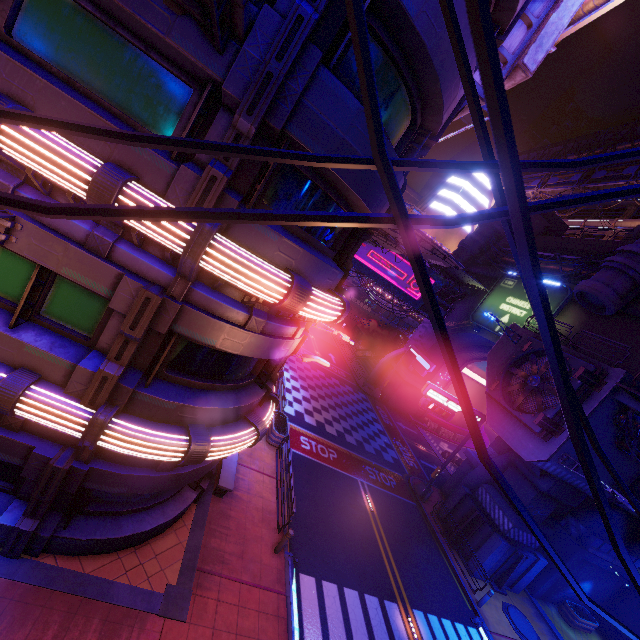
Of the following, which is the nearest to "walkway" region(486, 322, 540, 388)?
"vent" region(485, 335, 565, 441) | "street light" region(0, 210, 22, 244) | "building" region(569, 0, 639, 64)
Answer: "vent" region(485, 335, 565, 441)

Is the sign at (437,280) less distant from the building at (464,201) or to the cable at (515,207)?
the building at (464,201)

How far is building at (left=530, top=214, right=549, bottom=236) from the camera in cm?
3422

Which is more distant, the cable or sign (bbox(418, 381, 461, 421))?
sign (bbox(418, 381, 461, 421))

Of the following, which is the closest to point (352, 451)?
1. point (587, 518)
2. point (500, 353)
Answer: point (500, 353)

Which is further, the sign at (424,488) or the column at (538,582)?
the sign at (424,488)

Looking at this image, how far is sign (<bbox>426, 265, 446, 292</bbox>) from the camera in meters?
32.5

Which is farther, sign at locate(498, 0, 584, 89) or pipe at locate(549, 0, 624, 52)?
pipe at locate(549, 0, 624, 52)
